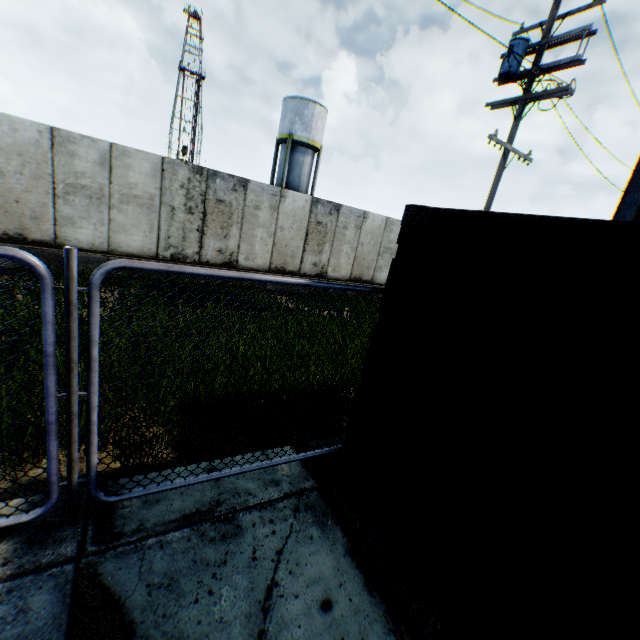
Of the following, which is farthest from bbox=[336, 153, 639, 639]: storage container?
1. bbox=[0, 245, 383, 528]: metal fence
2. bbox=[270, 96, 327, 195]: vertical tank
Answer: bbox=[270, 96, 327, 195]: vertical tank

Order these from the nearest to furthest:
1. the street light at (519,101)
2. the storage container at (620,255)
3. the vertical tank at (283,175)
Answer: the storage container at (620,255) < the street light at (519,101) < the vertical tank at (283,175)

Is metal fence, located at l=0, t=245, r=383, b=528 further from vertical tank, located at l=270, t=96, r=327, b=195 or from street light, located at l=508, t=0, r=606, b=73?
vertical tank, located at l=270, t=96, r=327, b=195

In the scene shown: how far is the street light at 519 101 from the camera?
8.6 meters

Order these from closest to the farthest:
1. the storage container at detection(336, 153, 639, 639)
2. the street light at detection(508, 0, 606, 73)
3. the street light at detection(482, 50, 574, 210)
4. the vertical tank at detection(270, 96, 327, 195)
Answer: the storage container at detection(336, 153, 639, 639) < the street light at detection(508, 0, 606, 73) < the street light at detection(482, 50, 574, 210) < the vertical tank at detection(270, 96, 327, 195)

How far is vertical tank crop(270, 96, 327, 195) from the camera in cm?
2731

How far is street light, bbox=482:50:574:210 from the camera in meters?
8.6 m

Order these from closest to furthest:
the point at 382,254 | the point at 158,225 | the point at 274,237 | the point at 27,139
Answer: the point at 27,139, the point at 158,225, the point at 274,237, the point at 382,254
